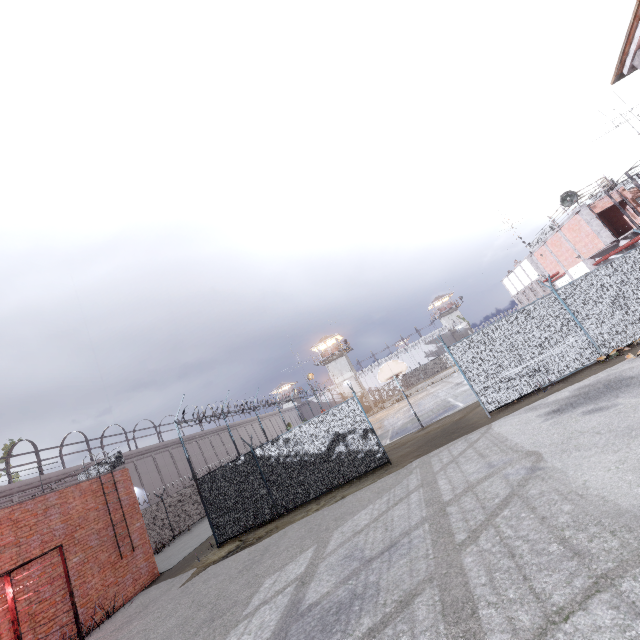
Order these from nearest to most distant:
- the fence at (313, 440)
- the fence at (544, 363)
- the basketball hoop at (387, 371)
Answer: the fence at (544, 363)
the fence at (313, 440)
the basketball hoop at (387, 371)

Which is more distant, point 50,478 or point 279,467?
point 50,478

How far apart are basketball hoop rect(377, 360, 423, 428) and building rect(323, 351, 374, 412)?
39.6 meters

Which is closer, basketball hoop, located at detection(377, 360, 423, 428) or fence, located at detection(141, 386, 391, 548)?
fence, located at detection(141, 386, 391, 548)

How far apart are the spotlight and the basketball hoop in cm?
1736

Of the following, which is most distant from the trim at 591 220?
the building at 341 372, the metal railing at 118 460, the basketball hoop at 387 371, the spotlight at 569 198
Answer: the building at 341 372

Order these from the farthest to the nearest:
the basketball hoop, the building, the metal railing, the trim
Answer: the building < the trim < the basketball hoop < the metal railing

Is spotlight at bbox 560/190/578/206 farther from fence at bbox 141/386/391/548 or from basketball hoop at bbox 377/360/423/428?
basketball hoop at bbox 377/360/423/428
